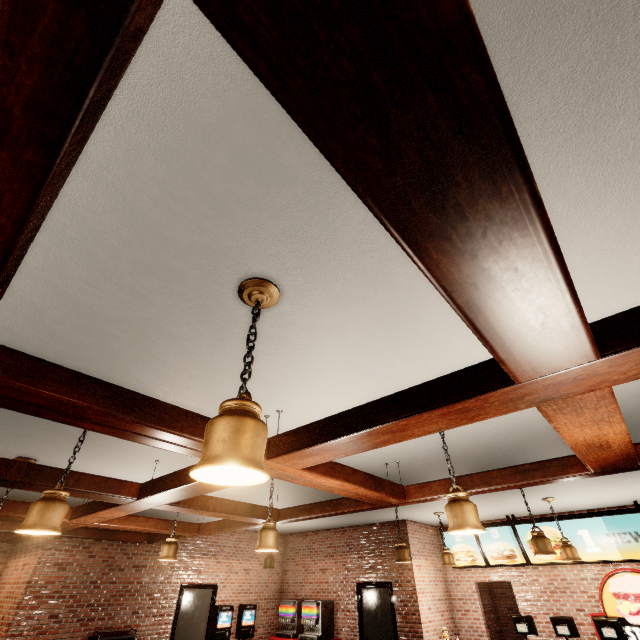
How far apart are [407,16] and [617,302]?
2.36m
